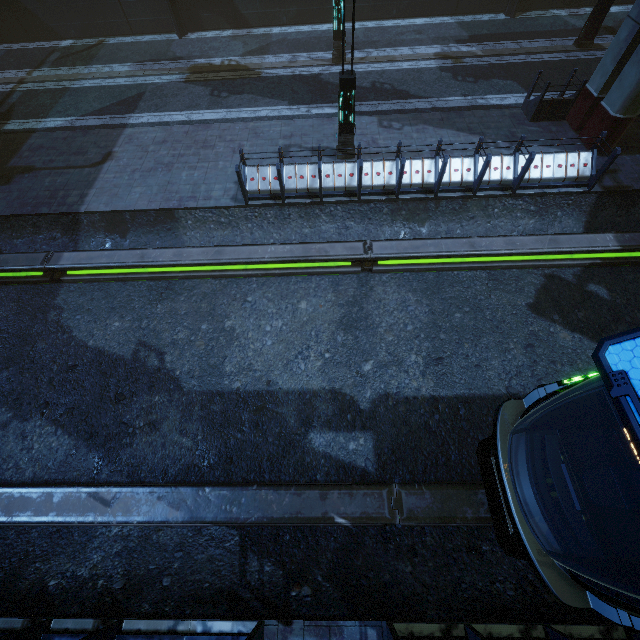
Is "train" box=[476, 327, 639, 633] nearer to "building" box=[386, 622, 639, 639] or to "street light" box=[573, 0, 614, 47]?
"building" box=[386, 622, 639, 639]

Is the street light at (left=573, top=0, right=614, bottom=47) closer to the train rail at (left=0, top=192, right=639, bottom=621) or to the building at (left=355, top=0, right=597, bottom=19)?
the building at (left=355, top=0, right=597, bottom=19)

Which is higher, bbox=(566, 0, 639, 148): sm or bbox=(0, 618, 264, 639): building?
bbox=(566, 0, 639, 148): sm

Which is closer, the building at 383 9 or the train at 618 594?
the train at 618 594

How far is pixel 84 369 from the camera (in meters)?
8.82

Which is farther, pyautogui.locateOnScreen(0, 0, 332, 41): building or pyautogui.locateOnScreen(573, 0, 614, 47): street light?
pyautogui.locateOnScreen(0, 0, 332, 41): building

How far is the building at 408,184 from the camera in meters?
9.6

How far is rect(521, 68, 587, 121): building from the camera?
11.1 meters
